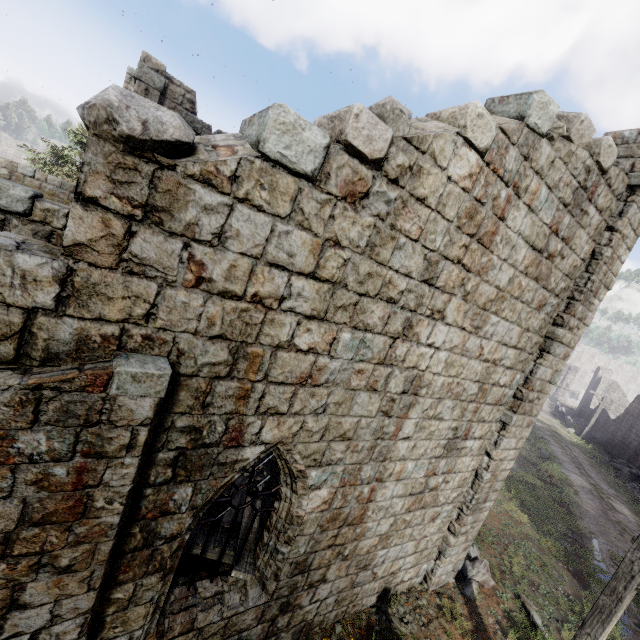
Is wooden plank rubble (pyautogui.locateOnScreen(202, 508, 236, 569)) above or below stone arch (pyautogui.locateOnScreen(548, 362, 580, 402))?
below

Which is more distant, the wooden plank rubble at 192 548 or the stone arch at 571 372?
the stone arch at 571 372

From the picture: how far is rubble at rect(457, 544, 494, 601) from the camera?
8.9m

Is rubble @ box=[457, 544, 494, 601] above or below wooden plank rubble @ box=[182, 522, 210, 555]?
below

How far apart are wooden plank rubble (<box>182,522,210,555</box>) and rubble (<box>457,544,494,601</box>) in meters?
6.1

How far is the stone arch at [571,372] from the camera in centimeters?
4862cm

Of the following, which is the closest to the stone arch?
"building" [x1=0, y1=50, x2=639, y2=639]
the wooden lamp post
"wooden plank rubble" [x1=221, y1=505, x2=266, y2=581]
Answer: "building" [x1=0, y1=50, x2=639, y2=639]

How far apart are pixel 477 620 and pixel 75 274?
11.7 meters
